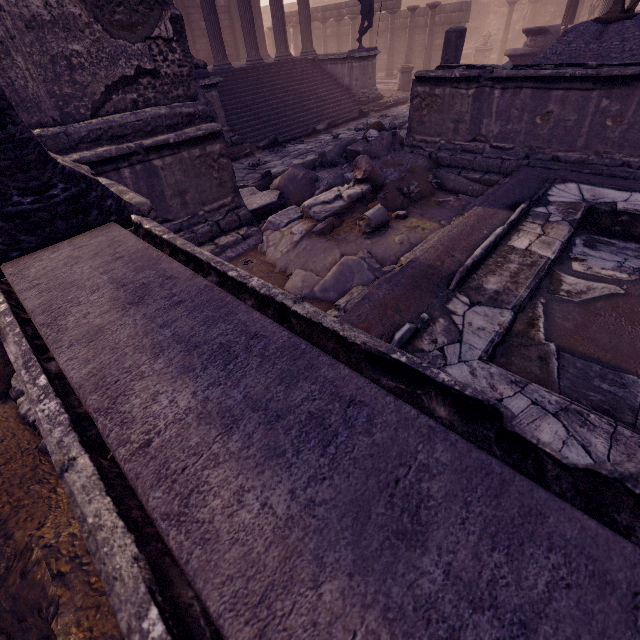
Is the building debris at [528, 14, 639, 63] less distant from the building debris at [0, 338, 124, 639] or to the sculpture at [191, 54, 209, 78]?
the sculpture at [191, 54, 209, 78]

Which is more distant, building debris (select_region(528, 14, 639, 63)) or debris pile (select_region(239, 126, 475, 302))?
Result: building debris (select_region(528, 14, 639, 63))

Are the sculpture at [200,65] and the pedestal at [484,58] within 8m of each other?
no

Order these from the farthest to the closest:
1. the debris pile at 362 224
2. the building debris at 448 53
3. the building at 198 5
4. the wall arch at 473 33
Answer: the wall arch at 473 33 → the building at 198 5 → the building debris at 448 53 → the debris pile at 362 224

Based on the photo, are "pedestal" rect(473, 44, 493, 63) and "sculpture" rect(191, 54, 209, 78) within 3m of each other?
no

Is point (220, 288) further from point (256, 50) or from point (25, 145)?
point (256, 50)

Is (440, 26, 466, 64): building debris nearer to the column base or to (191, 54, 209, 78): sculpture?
the column base

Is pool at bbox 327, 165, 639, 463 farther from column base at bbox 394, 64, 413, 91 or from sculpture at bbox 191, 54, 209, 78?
column base at bbox 394, 64, 413, 91
